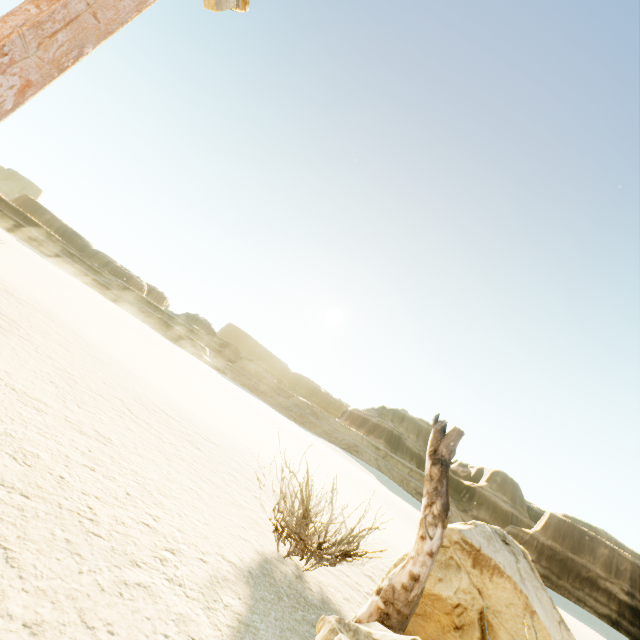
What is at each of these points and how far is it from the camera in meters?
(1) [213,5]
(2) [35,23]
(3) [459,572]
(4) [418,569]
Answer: (1) building, 1.9
(2) building, 1.3
(3) stone, 3.6
(4) post, 3.1

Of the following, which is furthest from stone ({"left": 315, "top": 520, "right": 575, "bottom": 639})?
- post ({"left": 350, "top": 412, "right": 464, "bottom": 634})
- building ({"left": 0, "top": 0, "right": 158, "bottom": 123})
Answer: building ({"left": 0, "top": 0, "right": 158, "bottom": 123})

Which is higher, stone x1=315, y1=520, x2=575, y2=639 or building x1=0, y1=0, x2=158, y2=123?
building x1=0, y1=0, x2=158, y2=123

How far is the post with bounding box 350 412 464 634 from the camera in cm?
306

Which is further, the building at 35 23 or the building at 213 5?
the building at 213 5

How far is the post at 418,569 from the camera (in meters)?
3.06

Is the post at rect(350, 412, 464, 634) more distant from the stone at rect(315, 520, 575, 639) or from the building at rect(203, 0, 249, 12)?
the building at rect(203, 0, 249, 12)
